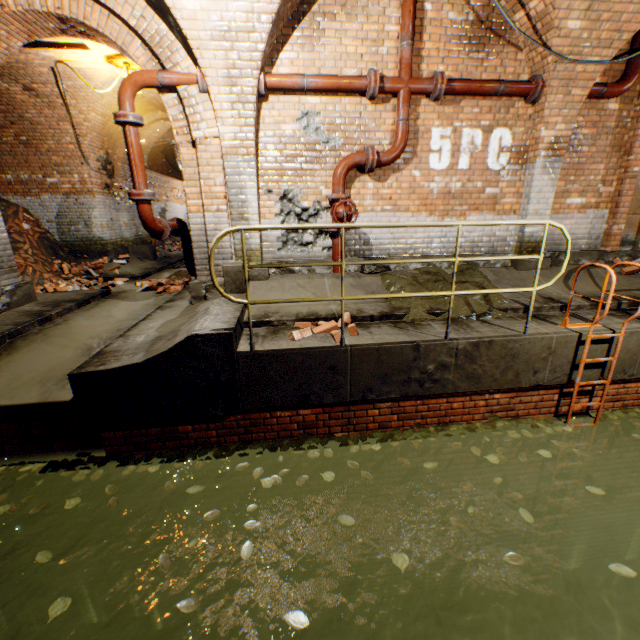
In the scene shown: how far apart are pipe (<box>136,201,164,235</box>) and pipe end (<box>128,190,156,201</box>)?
0.0m

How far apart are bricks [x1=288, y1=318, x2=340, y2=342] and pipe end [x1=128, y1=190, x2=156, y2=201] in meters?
2.9 m

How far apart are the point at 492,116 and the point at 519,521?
6.4 meters

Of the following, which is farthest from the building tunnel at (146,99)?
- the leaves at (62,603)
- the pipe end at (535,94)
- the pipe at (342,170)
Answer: the pipe end at (535,94)

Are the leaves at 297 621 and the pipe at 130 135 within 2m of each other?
no

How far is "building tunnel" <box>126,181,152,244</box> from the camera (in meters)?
11.37

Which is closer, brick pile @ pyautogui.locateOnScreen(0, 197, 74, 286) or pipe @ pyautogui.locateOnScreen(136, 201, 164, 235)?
pipe @ pyautogui.locateOnScreen(136, 201, 164, 235)

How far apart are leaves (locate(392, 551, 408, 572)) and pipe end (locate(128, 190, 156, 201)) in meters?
5.3 m
